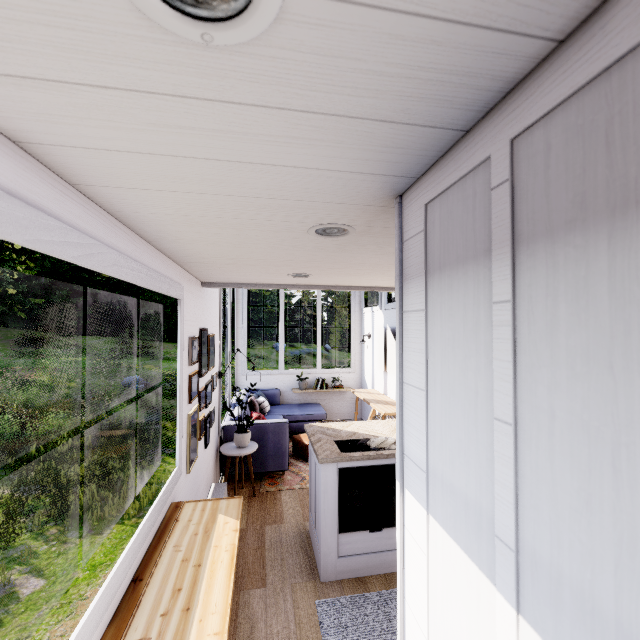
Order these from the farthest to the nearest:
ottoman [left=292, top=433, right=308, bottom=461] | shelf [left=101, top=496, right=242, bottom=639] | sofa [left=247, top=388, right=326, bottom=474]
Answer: ottoman [left=292, top=433, right=308, bottom=461] < sofa [left=247, top=388, right=326, bottom=474] < shelf [left=101, top=496, right=242, bottom=639]

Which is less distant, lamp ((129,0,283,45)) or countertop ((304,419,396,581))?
lamp ((129,0,283,45))

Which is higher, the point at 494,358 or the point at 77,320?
the point at 77,320

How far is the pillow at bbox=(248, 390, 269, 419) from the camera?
4.9 meters

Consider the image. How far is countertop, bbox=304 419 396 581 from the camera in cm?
274

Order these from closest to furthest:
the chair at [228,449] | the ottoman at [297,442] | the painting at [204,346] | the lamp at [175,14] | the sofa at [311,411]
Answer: the lamp at [175,14], the painting at [204,346], the chair at [228,449], the sofa at [311,411], the ottoman at [297,442]

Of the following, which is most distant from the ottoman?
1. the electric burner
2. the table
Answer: the electric burner

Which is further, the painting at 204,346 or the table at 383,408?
the table at 383,408
